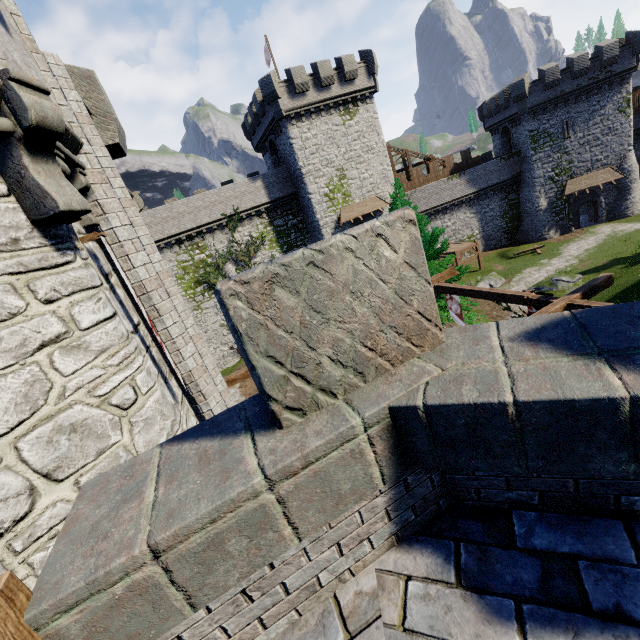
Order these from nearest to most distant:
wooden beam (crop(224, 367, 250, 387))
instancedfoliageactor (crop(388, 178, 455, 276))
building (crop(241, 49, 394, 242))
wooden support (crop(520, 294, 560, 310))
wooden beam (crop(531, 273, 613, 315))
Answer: wooden beam (crop(531, 273, 613, 315)) → wooden support (crop(520, 294, 560, 310)) → wooden beam (crop(224, 367, 250, 387)) → instancedfoliageactor (crop(388, 178, 455, 276)) → building (crop(241, 49, 394, 242))

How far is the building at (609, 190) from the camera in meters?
35.5

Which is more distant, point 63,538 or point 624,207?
point 624,207

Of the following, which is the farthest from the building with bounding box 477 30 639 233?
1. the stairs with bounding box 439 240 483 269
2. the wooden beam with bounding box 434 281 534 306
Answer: the wooden beam with bounding box 434 281 534 306

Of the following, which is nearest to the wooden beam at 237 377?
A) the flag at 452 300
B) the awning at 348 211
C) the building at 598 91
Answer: the flag at 452 300

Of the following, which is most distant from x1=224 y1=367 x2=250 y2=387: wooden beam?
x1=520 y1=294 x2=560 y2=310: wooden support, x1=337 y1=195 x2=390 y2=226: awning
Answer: x1=337 y1=195 x2=390 y2=226: awning

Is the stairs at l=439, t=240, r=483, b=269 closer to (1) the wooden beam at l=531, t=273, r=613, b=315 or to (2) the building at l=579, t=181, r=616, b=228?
(2) the building at l=579, t=181, r=616, b=228

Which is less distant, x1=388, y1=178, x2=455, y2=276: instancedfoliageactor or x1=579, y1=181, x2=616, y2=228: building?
x1=388, y1=178, x2=455, y2=276: instancedfoliageactor
